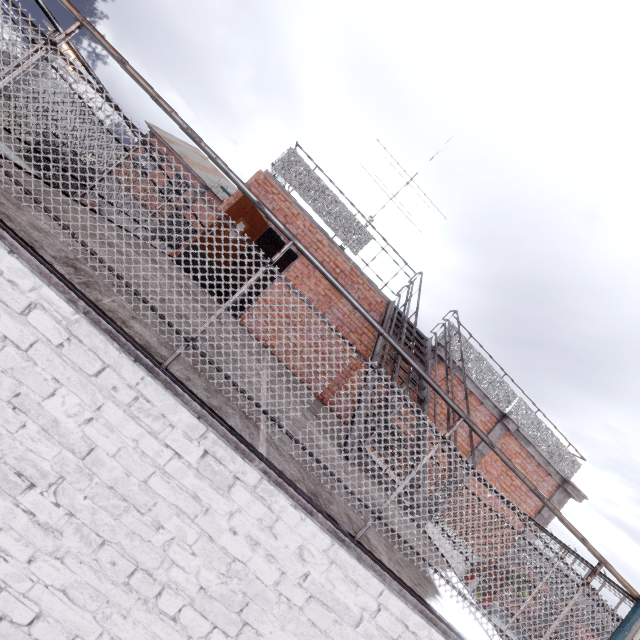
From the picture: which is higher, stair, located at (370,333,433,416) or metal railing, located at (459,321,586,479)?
metal railing, located at (459,321,586,479)

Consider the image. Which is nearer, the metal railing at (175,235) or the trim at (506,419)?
the metal railing at (175,235)

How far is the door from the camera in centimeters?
698cm

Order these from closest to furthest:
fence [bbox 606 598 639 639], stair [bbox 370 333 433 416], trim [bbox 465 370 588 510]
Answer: fence [bbox 606 598 639 639], stair [bbox 370 333 433 416], trim [bbox 465 370 588 510]

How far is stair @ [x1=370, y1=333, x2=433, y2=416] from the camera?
4.8m

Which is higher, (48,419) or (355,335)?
(355,335)

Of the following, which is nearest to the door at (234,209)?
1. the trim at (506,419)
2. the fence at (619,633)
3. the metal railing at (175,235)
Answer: the metal railing at (175,235)

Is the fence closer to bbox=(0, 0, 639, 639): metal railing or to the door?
bbox=(0, 0, 639, 639): metal railing
